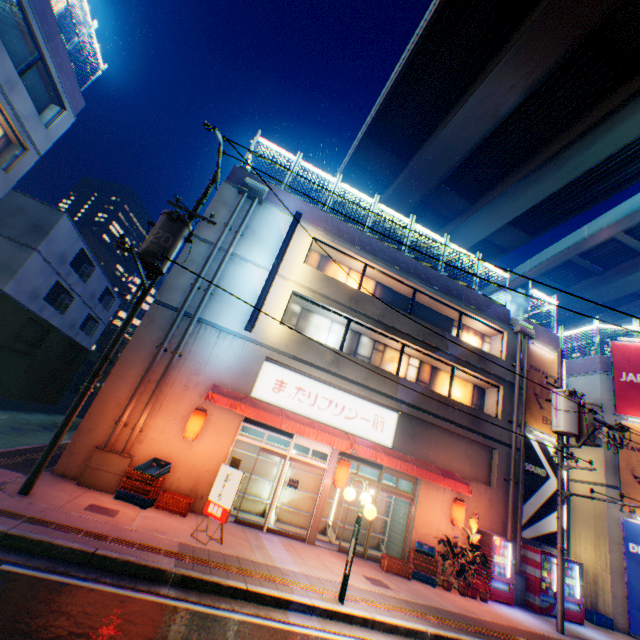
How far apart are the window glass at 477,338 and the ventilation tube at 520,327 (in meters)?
1.11

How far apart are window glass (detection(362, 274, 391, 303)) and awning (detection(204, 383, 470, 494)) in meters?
6.1 m

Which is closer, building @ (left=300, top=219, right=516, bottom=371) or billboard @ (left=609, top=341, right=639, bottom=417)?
building @ (left=300, top=219, right=516, bottom=371)

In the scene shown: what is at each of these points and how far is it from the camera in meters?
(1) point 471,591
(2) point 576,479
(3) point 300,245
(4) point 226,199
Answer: (1) flower pot, 10.9 m
(2) building, 17.2 m
(3) building, 14.0 m
(4) building, 13.4 m

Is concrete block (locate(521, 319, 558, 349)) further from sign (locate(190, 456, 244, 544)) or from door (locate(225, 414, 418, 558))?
sign (locate(190, 456, 244, 544))

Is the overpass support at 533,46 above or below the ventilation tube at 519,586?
above

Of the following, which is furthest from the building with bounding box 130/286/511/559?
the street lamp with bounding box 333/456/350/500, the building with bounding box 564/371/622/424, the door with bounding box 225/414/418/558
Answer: the building with bounding box 564/371/622/424

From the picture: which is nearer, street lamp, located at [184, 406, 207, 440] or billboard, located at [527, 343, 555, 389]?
street lamp, located at [184, 406, 207, 440]
